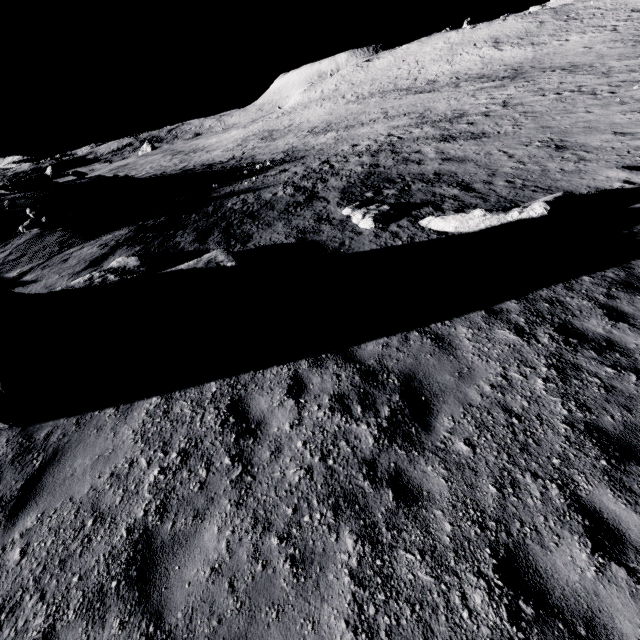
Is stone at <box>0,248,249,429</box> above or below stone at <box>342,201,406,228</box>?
above

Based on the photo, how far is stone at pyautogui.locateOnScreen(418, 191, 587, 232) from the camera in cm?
867

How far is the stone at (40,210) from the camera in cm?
1522

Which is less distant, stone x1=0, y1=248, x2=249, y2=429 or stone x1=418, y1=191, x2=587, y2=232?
stone x1=0, y1=248, x2=249, y2=429

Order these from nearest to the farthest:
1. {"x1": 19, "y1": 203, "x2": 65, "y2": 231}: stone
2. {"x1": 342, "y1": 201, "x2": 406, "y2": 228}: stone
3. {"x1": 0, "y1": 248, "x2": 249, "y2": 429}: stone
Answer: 1. {"x1": 0, "y1": 248, "x2": 249, "y2": 429}: stone
2. {"x1": 342, "y1": 201, "x2": 406, "y2": 228}: stone
3. {"x1": 19, "y1": 203, "x2": 65, "y2": 231}: stone

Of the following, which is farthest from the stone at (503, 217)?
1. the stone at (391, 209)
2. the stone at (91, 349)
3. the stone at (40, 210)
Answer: the stone at (40, 210)

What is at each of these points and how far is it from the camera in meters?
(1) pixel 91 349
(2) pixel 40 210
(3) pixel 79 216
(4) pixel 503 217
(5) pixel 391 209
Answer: (1) stone, 5.9 m
(2) stone, 16.4 m
(3) stone, 16.4 m
(4) stone, 9.1 m
(5) stone, 11.5 m

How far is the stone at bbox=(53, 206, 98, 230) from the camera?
15.4 meters
